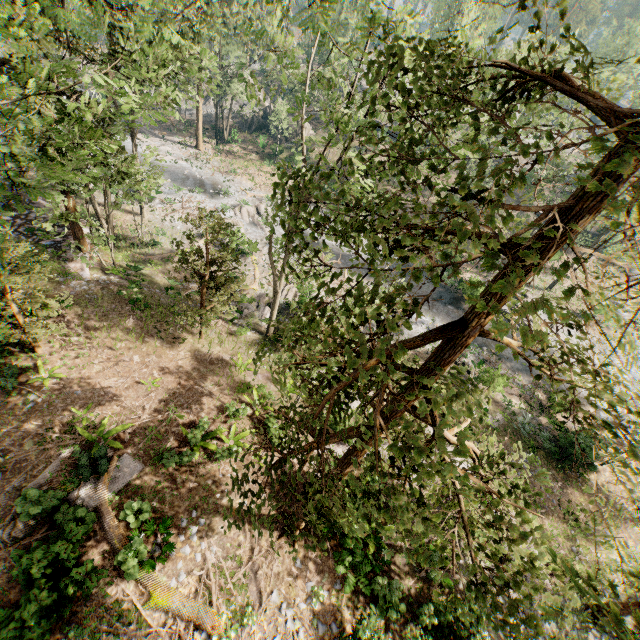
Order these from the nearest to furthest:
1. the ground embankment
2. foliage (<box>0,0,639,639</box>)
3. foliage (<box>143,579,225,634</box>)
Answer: foliage (<box>0,0,639,639</box>), foliage (<box>143,579,225,634</box>), the ground embankment

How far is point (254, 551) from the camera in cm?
1134

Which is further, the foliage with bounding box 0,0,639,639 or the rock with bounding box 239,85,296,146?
the rock with bounding box 239,85,296,146

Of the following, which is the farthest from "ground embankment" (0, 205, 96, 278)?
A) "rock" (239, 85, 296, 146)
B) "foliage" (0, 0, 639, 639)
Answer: "rock" (239, 85, 296, 146)

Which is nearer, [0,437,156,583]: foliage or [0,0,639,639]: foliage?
[0,0,639,639]: foliage

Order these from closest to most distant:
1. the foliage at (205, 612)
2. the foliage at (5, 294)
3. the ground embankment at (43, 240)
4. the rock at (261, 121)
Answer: the foliage at (205, 612), the foliage at (5, 294), the ground embankment at (43, 240), the rock at (261, 121)

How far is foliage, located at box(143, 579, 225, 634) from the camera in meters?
9.6 m

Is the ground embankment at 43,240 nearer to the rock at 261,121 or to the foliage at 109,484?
the foliage at 109,484
